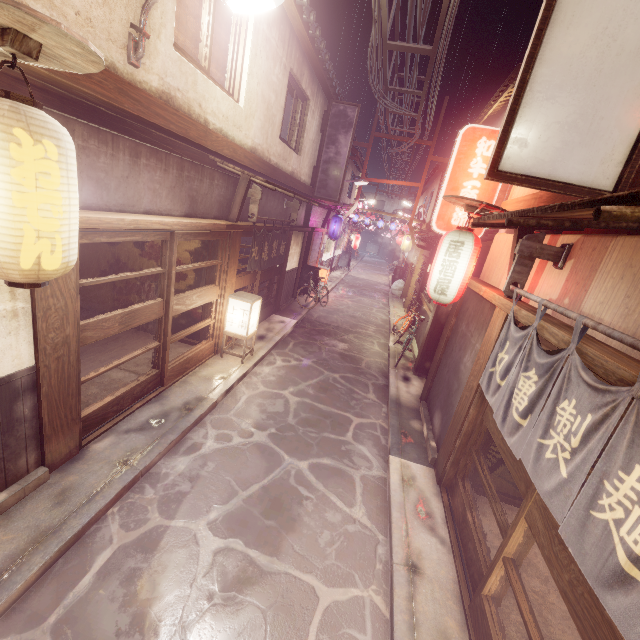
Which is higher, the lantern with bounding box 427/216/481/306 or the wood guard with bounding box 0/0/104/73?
the wood guard with bounding box 0/0/104/73

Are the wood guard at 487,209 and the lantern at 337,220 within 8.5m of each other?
no

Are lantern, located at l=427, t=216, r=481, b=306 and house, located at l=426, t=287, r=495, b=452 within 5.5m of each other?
yes

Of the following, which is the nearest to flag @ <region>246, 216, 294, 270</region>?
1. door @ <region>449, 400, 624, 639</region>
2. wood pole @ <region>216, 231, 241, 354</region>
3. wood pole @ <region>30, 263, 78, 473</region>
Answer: wood pole @ <region>216, 231, 241, 354</region>

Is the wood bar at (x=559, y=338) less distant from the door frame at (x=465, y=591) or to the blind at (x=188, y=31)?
the door frame at (x=465, y=591)

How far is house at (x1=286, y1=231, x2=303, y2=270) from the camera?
20.34m

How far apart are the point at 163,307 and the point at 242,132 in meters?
6.9

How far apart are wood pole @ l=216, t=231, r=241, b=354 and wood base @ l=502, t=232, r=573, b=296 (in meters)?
9.18
